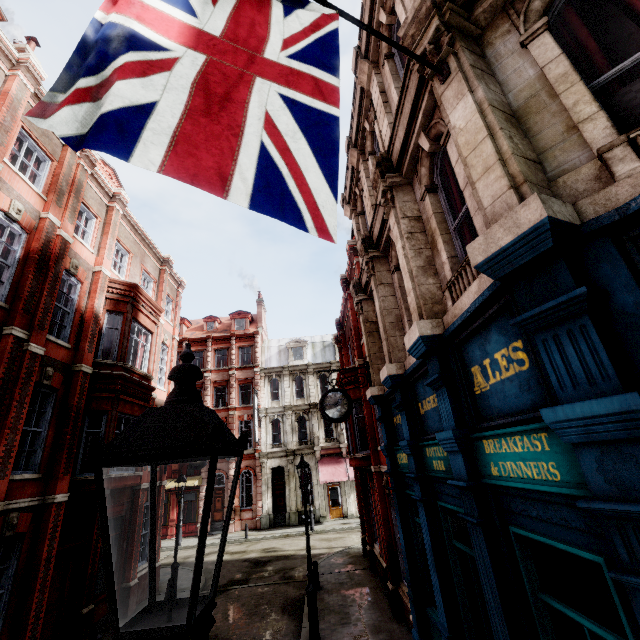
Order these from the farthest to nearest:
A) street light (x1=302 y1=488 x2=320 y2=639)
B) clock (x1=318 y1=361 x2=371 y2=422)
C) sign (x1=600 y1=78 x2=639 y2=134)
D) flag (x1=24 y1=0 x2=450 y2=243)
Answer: clock (x1=318 y1=361 x2=371 y2=422), street light (x1=302 y1=488 x2=320 y2=639), sign (x1=600 y1=78 x2=639 y2=134), flag (x1=24 y1=0 x2=450 y2=243)

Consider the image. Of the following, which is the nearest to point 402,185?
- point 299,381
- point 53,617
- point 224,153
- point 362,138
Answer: point 362,138

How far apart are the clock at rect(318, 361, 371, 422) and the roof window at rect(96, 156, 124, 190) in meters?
14.8 m

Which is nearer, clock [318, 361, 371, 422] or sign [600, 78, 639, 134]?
sign [600, 78, 639, 134]

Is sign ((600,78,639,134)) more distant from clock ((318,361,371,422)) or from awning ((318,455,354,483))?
awning ((318,455,354,483))

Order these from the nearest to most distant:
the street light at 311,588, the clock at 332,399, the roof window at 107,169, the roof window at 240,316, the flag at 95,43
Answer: the flag at 95,43, the street light at 311,588, the clock at 332,399, the roof window at 107,169, the roof window at 240,316

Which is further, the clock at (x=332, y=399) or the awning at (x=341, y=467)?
the awning at (x=341, y=467)

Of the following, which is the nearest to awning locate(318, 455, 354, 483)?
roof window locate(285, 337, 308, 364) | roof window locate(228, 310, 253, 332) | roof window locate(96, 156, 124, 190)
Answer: roof window locate(285, 337, 308, 364)
